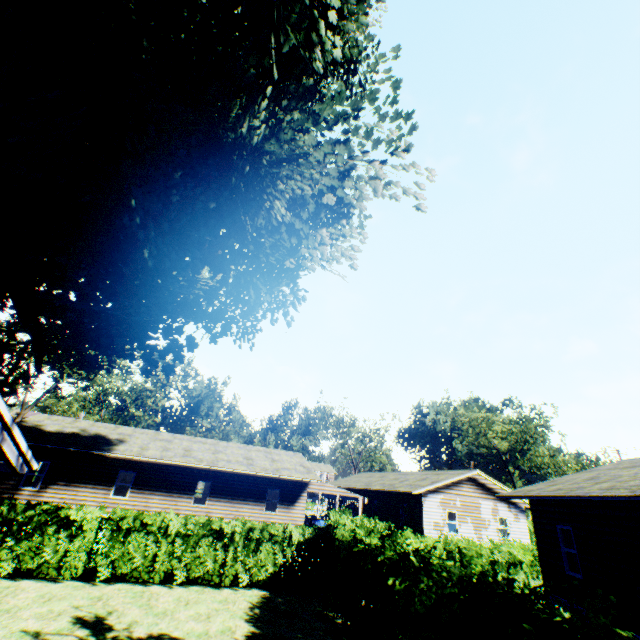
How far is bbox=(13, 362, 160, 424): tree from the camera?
32.6 meters

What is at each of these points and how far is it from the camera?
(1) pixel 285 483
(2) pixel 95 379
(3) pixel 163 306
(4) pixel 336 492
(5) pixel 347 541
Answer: (1) house, 24.3m
(2) tree, 33.9m
(3) plant, 14.4m
(4) car, 25.2m
(5) hedge, 9.9m

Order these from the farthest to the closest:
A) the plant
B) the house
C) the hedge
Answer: the house, the plant, the hedge

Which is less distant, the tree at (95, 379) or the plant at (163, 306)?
the plant at (163, 306)

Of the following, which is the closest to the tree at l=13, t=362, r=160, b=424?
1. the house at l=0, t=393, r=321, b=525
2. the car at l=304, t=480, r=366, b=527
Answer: the house at l=0, t=393, r=321, b=525

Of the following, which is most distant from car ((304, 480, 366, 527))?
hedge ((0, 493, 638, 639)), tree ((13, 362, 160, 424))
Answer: tree ((13, 362, 160, 424))

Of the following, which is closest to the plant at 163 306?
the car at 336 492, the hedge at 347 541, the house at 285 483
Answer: the hedge at 347 541

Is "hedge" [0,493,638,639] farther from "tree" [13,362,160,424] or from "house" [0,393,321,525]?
"house" [0,393,321,525]
